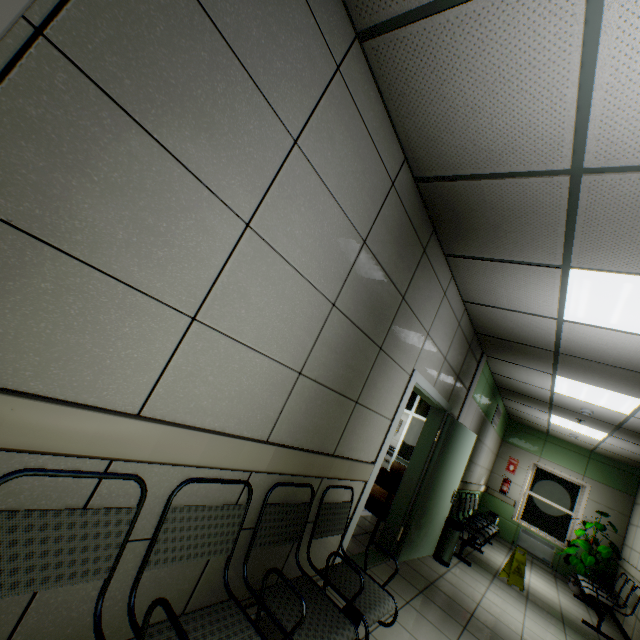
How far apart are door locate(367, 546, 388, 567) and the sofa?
0.03m

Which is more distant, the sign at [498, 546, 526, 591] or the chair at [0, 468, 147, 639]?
the sign at [498, 546, 526, 591]

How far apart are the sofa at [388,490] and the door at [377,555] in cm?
3

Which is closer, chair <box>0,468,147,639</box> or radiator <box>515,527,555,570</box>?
chair <box>0,468,147,639</box>

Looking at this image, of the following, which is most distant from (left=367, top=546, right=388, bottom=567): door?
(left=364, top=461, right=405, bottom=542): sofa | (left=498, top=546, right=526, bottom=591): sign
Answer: (left=498, top=546, right=526, bottom=591): sign

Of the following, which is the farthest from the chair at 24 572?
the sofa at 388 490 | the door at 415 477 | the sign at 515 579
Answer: the sign at 515 579

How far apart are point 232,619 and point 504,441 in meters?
10.5

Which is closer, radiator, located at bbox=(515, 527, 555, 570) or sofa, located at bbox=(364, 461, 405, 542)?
sofa, located at bbox=(364, 461, 405, 542)
